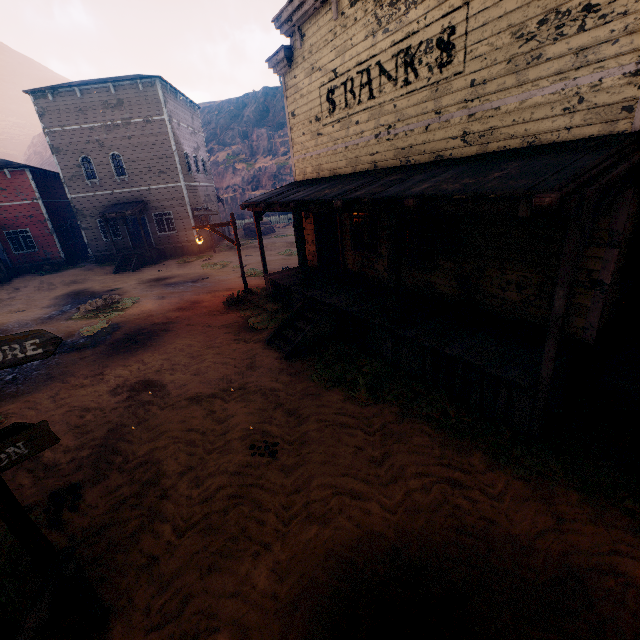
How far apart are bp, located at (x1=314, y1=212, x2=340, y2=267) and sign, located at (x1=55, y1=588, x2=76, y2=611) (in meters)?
9.89

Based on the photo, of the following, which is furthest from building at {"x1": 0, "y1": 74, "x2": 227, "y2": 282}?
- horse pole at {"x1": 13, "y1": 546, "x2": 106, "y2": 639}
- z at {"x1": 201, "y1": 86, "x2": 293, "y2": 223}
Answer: z at {"x1": 201, "y1": 86, "x2": 293, "y2": 223}

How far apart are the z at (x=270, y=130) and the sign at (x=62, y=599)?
52.86m

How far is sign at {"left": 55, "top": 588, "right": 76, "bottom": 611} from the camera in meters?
3.5 m

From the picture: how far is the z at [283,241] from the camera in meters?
18.3 m

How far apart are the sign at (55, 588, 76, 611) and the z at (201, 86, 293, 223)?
52.86m

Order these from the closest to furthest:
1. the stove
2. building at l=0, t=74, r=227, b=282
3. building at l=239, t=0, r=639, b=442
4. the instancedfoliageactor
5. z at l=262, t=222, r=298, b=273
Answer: building at l=239, t=0, r=639, b=442 → the stove → z at l=262, t=222, r=298, b=273 → building at l=0, t=74, r=227, b=282 → the instancedfoliageactor

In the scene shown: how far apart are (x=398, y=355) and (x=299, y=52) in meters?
9.8
